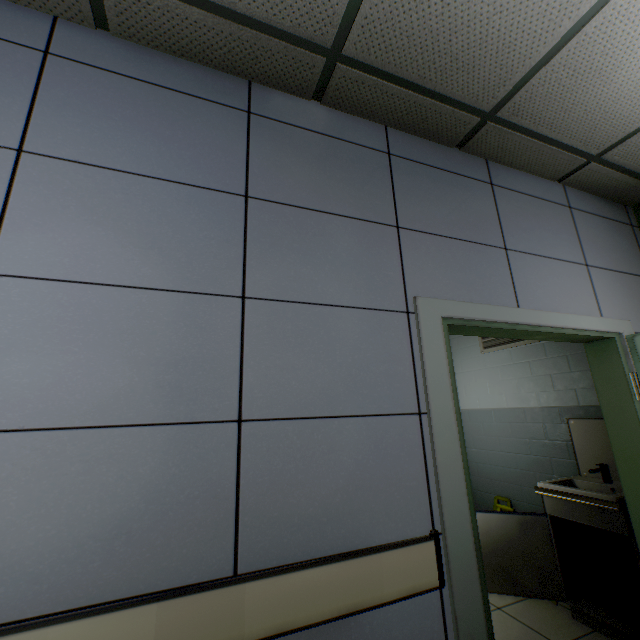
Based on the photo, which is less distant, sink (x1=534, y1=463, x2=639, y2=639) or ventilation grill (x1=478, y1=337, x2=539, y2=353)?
sink (x1=534, y1=463, x2=639, y2=639)

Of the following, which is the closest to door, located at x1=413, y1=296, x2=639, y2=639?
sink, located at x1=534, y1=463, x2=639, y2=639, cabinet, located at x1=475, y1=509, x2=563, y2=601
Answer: sink, located at x1=534, y1=463, x2=639, y2=639

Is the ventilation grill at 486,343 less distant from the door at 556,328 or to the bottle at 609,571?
the door at 556,328

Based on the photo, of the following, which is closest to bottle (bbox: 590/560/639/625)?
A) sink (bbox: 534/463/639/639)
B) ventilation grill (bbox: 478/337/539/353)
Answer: sink (bbox: 534/463/639/639)

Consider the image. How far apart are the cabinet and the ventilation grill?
1.66m

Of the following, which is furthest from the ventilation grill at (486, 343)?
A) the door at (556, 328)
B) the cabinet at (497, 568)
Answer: the cabinet at (497, 568)

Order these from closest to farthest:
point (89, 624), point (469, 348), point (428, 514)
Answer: point (89, 624), point (428, 514), point (469, 348)

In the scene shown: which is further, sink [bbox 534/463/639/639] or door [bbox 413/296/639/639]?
sink [bbox 534/463/639/639]
